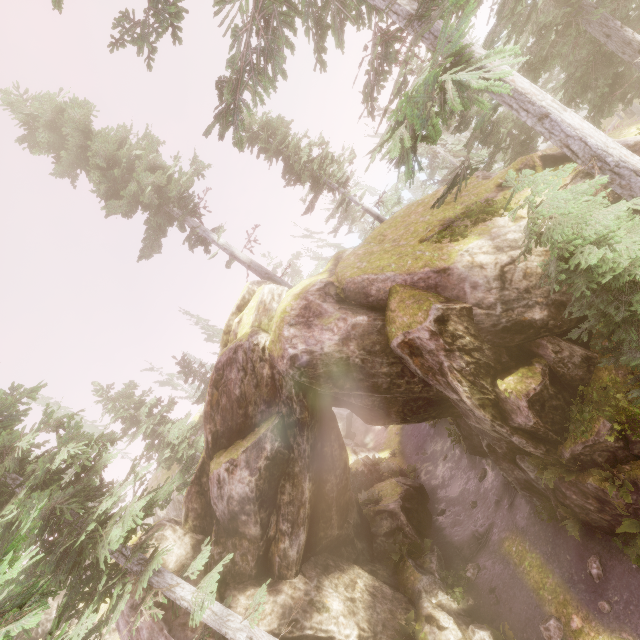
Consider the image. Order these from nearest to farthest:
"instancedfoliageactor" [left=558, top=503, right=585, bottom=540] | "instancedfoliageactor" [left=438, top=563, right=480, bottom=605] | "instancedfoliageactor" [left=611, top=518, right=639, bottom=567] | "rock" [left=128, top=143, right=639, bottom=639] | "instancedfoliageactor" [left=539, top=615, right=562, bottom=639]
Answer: "instancedfoliageactor" [left=611, top=518, right=639, bottom=567], "rock" [left=128, top=143, right=639, bottom=639], "instancedfoliageactor" [left=539, top=615, right=562, bottom=639], "instancedfoliageactor" [left=558, top=503, right=585, bottom=540], "instancedfoliageactor" [left=438, top=563, right=480, bottom=605]

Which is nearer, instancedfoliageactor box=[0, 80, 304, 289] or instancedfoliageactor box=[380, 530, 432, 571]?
instancedfoliageactor box=[380, 530, 432, 571]

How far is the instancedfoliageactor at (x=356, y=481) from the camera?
20.2m

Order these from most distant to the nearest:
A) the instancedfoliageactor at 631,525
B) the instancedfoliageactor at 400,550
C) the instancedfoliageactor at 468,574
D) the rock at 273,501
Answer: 1. the instancedfoliageactor at 400,550
2. the instancedfoliageactor at 468,574
3. the rock at 273,501
4. the instancedfoliageactor at 631,525

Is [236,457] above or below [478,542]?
above

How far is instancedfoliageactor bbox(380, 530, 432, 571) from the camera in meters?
16.4 m
